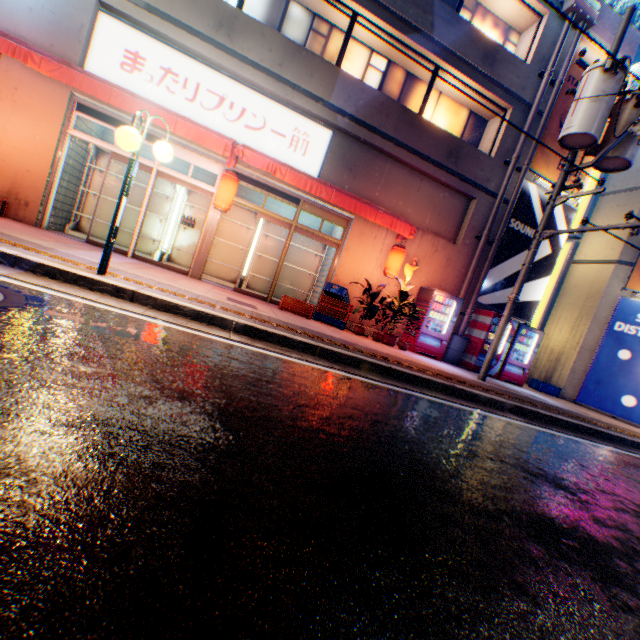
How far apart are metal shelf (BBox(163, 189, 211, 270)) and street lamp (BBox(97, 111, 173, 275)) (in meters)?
5.03

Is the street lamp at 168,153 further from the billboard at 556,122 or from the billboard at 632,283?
the billboard at 632,283

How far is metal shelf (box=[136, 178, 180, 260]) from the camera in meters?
9.7

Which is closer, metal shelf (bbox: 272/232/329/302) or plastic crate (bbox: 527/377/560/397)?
metal shelf (bbox: 272/232/329/302)

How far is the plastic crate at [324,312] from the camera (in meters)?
8.68

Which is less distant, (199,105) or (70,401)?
(70,401)

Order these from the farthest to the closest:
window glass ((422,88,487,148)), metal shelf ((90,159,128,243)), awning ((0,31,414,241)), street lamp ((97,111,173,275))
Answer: window glass ((422,88,487,148)) < metal shelf ((90,159,128,243)) < awning ((0,31,414,241)) < street lamp ((97,111,173,275))

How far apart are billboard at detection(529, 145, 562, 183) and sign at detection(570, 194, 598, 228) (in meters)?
3.15
